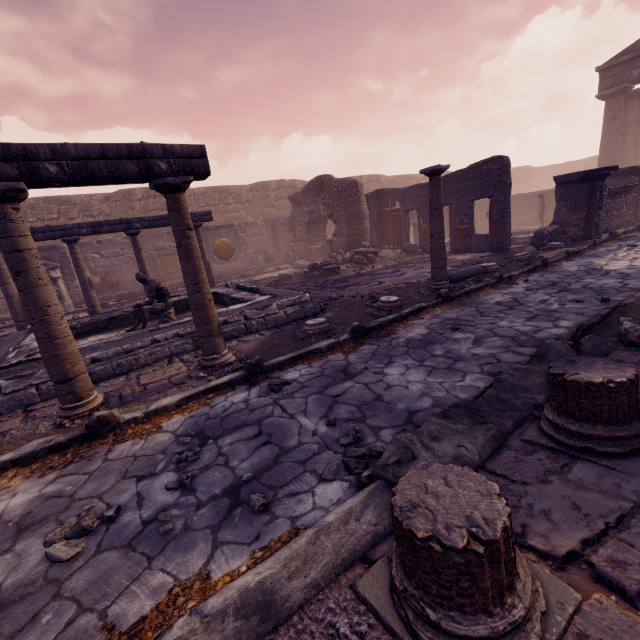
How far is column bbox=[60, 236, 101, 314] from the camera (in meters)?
8.91

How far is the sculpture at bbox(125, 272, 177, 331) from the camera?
6.68m

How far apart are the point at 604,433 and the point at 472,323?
3.17m

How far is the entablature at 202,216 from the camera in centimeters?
1045cm

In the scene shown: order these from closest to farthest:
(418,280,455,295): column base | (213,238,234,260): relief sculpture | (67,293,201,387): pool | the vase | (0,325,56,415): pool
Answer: (0,325,56,415): pool
(67,293,201,387): pool
(418,280,455,295): column base
the vase
(213,238,234,260): relief sculpture

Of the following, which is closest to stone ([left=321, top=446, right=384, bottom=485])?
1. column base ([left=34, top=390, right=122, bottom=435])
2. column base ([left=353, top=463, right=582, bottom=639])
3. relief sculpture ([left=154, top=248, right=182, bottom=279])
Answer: column base ([left=353, top=463, right=582, bottom=639])

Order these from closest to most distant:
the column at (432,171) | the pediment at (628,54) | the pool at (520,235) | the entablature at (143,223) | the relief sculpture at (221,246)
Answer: the column at (432,171) < the entablature at (143,223) < the pool at (520,235) < the relief sculpture at (221,246) < the pediment at (628,54)

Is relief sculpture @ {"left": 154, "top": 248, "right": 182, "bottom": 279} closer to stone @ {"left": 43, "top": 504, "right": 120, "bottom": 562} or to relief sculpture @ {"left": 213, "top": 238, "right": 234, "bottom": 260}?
relief sculpture @ {"left": 213, "top": 238, "right": 234, "bottom": 260}
